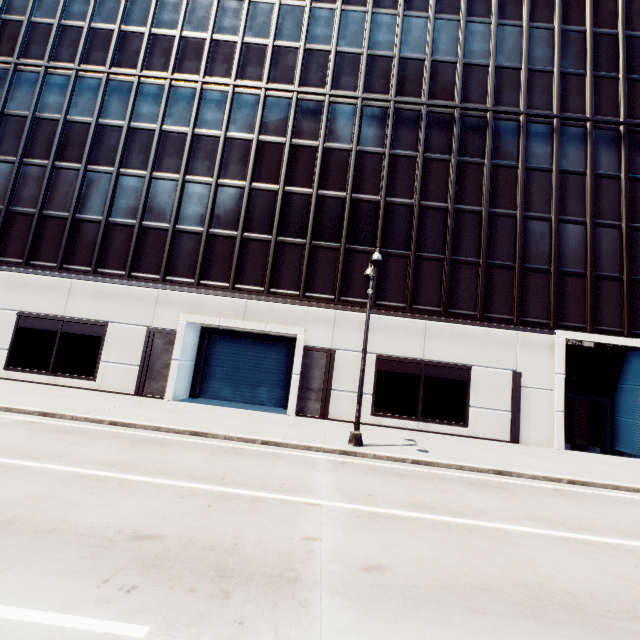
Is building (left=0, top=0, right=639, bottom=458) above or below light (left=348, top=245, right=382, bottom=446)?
above

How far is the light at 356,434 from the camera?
11.8 meters

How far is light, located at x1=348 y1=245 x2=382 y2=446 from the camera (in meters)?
11.77

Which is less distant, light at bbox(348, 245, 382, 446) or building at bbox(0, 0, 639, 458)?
light at bbox(348, 245, 382, 446)

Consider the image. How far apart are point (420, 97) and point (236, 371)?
20.4 meters

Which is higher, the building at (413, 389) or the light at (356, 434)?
the building at (413, 389)
